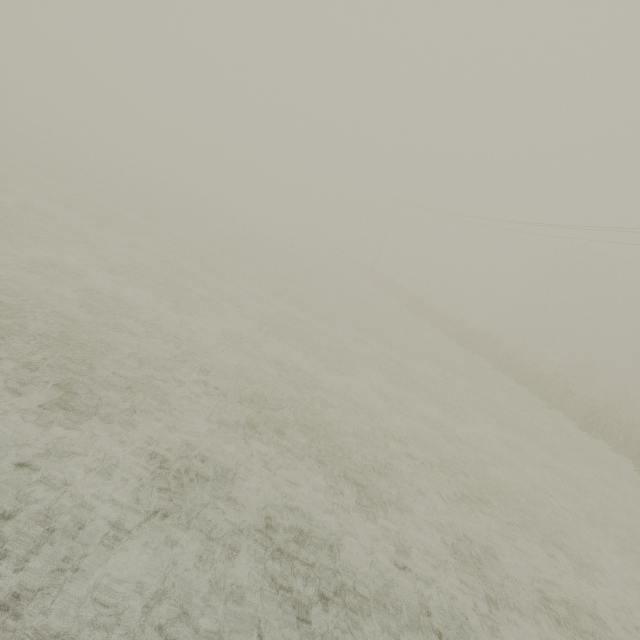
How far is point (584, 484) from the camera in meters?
12.4
